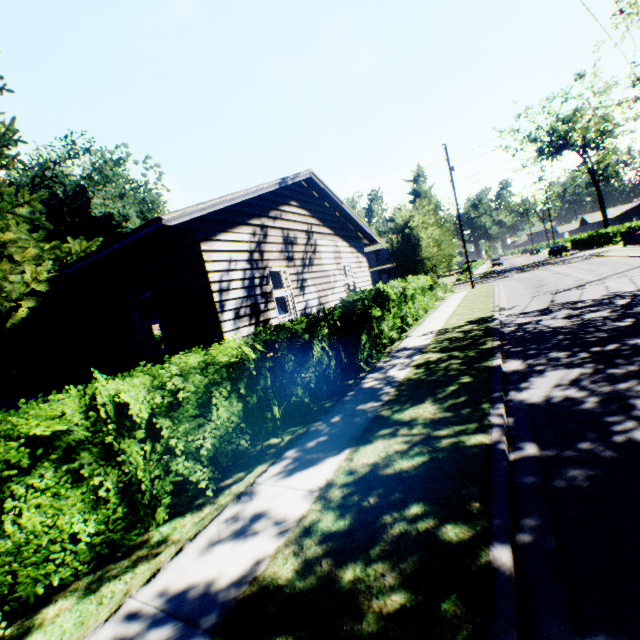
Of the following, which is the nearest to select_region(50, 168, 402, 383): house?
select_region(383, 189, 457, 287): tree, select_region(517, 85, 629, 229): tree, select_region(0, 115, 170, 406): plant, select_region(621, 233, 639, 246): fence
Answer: select_region(0, 115, 170, 406): plant

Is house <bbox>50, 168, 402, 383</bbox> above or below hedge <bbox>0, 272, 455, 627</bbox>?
above

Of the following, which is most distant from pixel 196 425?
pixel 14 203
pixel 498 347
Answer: pixel 14 203

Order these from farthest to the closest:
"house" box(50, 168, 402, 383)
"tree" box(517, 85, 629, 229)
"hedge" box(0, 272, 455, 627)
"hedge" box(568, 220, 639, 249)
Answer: "hedge" box(568, 220, 639, 249)
"tree" box(517, 85, 629, 229)
"house" box(50, 168, 402, 383)
"hedge" box(0, 272, 455, 627)

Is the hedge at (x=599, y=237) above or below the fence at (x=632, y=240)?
above

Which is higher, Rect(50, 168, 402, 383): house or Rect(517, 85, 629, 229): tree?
Rect(517, 85, 629, 229): tree

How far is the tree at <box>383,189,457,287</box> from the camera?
19.0 meters

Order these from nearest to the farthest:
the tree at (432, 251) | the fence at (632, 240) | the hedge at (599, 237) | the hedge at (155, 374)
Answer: the hedge at (155, 374)
the tree at (432, 251)
the fence at (632, 240)
the hedge at (599, 237)
